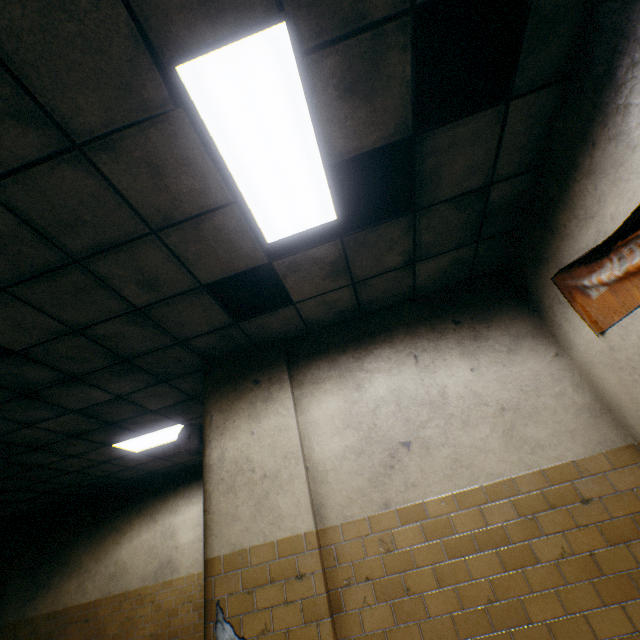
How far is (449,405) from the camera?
3.14m

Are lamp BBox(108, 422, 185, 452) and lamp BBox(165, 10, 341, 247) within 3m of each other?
no

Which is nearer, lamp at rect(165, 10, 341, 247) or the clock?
lamp at rect(165, 10, 341, 247)

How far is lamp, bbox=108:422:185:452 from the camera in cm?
538

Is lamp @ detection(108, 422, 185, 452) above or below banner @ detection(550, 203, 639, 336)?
above

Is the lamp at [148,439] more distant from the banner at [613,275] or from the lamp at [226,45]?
the banner at [613,275]

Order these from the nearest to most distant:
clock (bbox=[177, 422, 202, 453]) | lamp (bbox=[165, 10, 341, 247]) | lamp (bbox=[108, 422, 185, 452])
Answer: lamp (bbox=[165, 10, 341, 247]) < clock (bbox=[177, 422, 202, 453]) < lamp (bbox=[108, 422, 185, 452])

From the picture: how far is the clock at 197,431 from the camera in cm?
372
